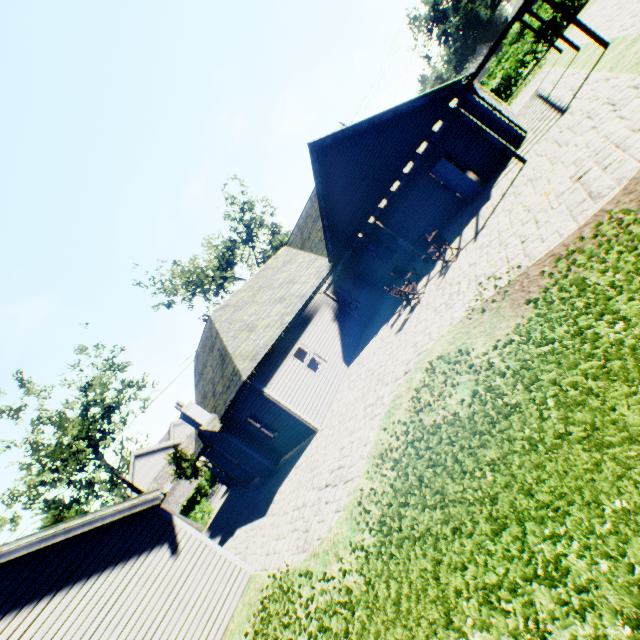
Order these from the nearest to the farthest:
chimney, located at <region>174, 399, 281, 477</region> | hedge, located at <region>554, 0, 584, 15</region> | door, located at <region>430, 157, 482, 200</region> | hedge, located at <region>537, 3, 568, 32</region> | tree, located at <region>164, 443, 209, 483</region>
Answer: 1. door, located at <region>430, 157, 482, 200</region>
2. chimney, located at <region>174, 399, 281, 477</region>
3. hedge, located at <region>554, 0, 584, 15</region>
4. hedge, located at <region>537, 3, 568, 32</region>
5. tree, located at <region>164, 443, 209, 483</region>

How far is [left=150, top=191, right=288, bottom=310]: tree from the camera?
35.97m

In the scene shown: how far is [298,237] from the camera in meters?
24.5 m

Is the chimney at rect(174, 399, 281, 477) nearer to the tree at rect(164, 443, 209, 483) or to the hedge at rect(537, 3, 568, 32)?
the tree at rect(164, 443, 209, 483)

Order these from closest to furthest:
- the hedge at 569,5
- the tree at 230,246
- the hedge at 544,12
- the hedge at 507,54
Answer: the hedge at 569,5 → the hedge at 544,12 → the hedge at 507,54 → the tree at 230,246

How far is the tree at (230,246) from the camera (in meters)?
35.97

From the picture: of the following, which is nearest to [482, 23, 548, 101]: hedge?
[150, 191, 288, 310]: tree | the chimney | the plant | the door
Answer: [150, 191, 288, 310]: tree

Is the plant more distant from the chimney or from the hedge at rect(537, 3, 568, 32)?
the chimney
